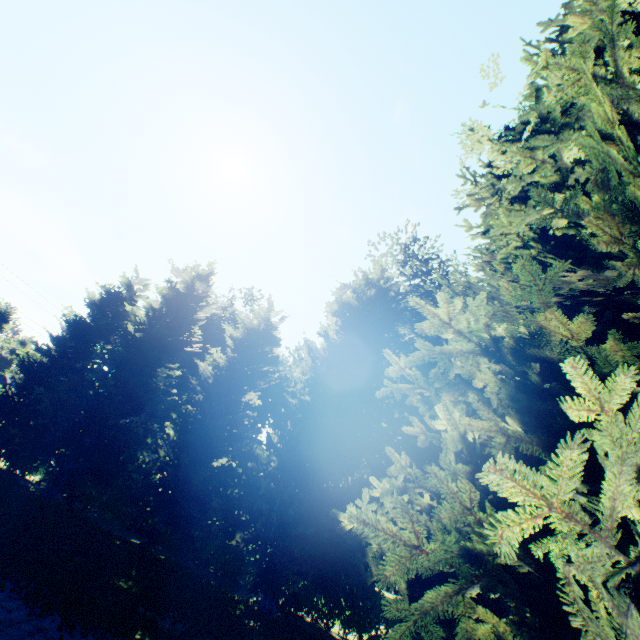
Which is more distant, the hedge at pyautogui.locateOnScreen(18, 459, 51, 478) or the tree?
the hedge at pyautogui.locateOnScreen(18, 459, 51, 478)

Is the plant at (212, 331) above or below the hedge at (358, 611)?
above

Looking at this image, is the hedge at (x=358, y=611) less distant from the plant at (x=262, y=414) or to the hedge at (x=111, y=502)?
the plant at (x=262, y=414)

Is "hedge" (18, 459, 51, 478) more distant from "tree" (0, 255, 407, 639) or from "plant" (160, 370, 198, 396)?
"plant" (160, 370, 198, 396)

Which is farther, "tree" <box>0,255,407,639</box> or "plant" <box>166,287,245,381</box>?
"plant" <box>166,287,245,381</box>

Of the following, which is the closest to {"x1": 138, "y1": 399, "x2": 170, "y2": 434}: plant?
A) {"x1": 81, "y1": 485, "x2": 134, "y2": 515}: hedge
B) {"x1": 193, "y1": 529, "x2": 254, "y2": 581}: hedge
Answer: {"x1": 193, "y1": 529, "x2": 254, "y2": 581}: hedge

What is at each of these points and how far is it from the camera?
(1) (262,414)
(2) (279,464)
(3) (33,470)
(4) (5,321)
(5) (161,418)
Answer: (1) plant, 38.59m
(2) tree, 12.84m
(3) hedge, 16.86m
(4) plant, 54.88m
(5) plant, 39.78m

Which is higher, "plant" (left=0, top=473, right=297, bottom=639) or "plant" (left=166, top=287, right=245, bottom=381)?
"plant" (left=166, top=287, right=245, bottom=381)
